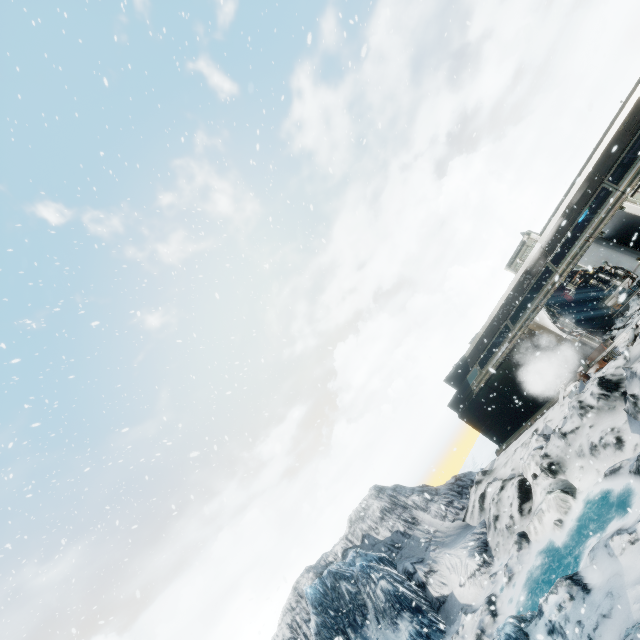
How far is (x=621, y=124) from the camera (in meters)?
12.58

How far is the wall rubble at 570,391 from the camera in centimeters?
1257cm

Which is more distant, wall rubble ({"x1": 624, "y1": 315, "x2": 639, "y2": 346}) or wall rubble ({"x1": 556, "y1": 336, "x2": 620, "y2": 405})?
wall rubble ({"x1": 556, "y1": 336, "x2": 620, "y2": 405})

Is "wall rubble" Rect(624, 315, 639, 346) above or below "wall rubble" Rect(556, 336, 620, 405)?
above

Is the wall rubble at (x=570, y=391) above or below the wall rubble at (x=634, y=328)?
below

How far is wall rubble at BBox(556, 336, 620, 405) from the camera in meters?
12.6
